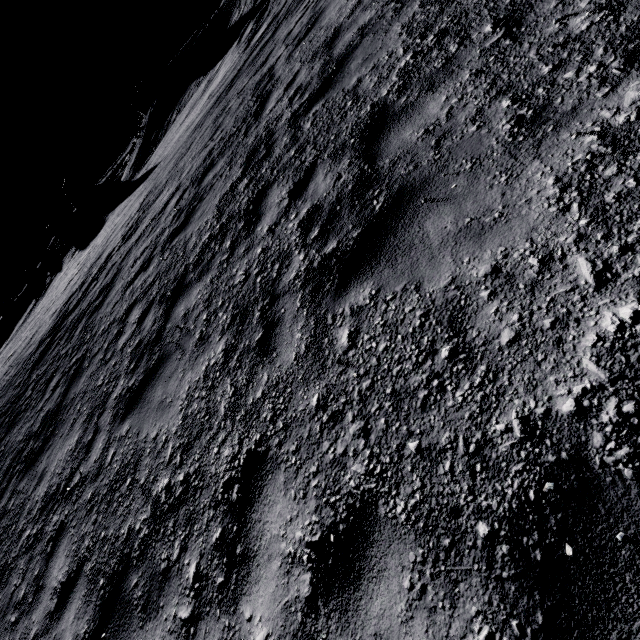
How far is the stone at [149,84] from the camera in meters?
36.3 m

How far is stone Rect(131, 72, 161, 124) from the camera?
36.3 meters

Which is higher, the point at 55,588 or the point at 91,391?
the point at 91,391
